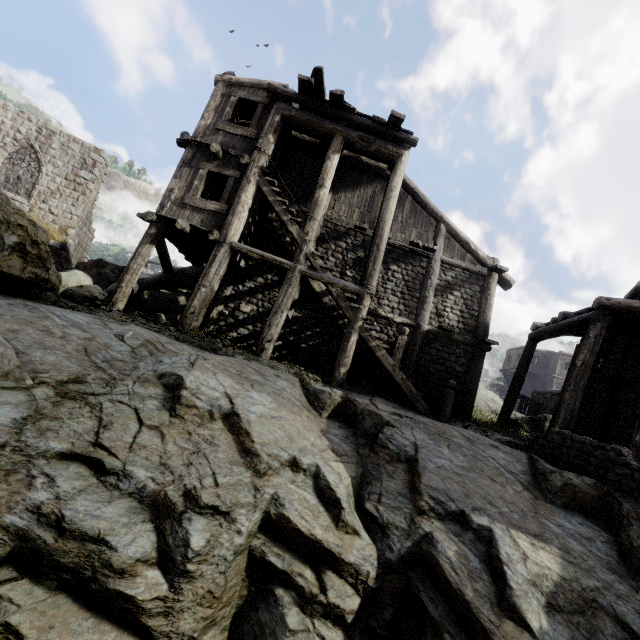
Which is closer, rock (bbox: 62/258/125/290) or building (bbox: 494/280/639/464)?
building (bbox: 494/280/639/464)

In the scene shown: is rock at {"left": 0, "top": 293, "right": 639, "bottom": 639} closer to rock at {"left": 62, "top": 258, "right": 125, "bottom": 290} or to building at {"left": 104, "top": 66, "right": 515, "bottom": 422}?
building at {"left": 104, "top": 66, "right": 515, "bottom": 422}

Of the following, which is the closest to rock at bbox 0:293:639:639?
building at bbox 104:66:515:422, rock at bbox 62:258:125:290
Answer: building at bbox 104:66:515:422

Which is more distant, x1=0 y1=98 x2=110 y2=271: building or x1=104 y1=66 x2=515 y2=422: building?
x1=0 y1=98 x2=110 y2=271: building

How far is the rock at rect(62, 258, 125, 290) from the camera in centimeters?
1711cm

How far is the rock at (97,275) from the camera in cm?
1711

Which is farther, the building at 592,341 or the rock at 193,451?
the building at 592,341

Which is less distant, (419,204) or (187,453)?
(187,453)
